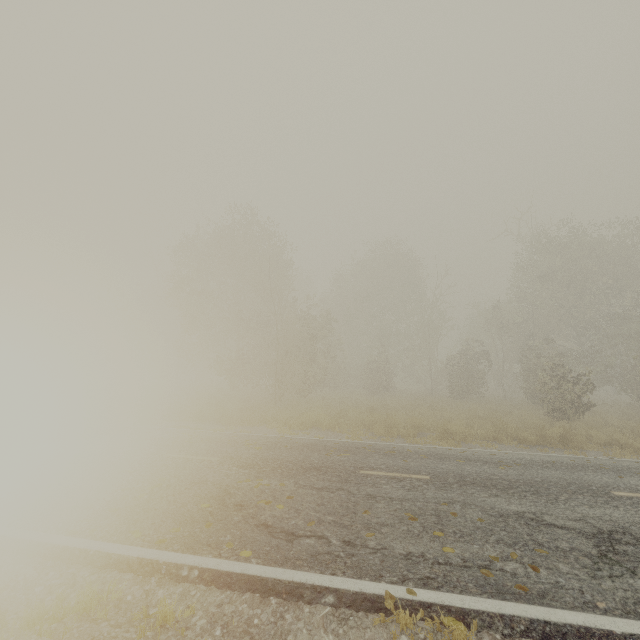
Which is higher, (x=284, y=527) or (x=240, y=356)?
(x=240, y=356)
